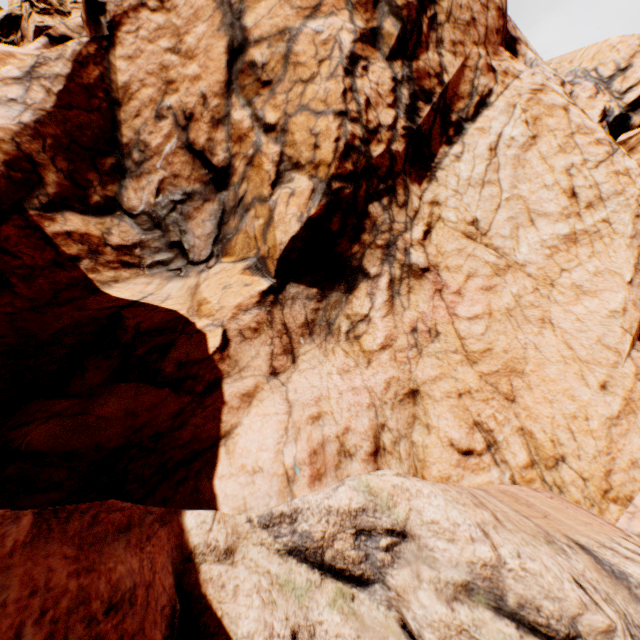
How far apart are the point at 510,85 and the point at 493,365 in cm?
1255
